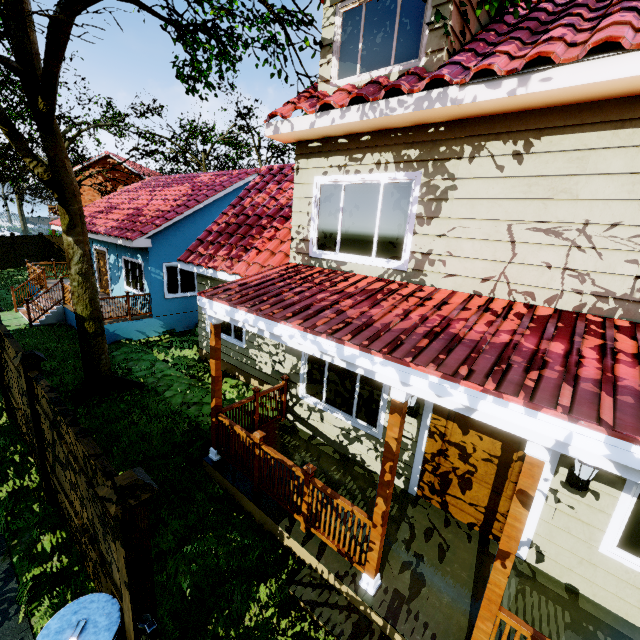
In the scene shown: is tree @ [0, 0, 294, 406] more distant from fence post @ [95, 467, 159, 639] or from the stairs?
the stairs

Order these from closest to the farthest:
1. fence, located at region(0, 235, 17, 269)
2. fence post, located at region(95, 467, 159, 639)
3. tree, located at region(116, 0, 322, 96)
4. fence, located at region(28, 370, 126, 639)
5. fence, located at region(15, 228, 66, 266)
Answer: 1. fence post, located at region(95, 467, 159, 639)
2. fence, located at region(28, 370, 126, 639)
3. tree, located at region(116, 0, 322, 96)
4. fence, located at region(0, 235, 17, 269)
5. fence, located at region(15, 228, 66, 266)

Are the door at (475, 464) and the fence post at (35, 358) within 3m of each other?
no

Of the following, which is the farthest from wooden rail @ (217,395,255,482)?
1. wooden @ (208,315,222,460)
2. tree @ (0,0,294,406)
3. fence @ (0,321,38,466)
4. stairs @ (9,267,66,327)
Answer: stairs @ (9,267,66,327)

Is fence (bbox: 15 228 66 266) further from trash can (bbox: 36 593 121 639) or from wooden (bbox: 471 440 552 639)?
trash can (bbox: 36 593 121 639)

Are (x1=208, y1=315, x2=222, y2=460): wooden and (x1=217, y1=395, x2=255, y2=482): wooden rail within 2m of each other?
yes

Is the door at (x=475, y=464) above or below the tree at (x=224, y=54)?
below

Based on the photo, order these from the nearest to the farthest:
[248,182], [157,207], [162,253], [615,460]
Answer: [615,460], [162,253], [157,207], [248,182]
